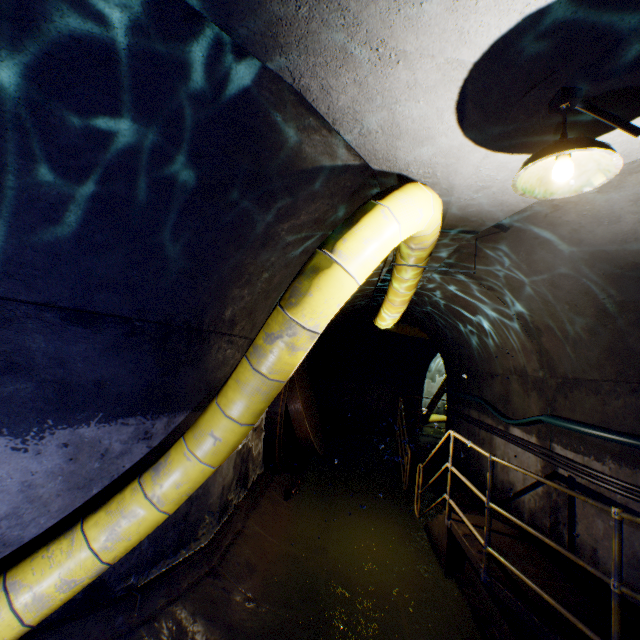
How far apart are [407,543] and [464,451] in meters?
3.1 m

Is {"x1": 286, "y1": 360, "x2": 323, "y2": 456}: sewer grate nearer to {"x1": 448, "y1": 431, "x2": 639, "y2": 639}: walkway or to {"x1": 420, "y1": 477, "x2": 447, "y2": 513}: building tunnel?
{"x1": 420, "y1": 477, "x2": 447, "y2": 513}: building tunnel

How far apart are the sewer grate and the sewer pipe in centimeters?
1cm

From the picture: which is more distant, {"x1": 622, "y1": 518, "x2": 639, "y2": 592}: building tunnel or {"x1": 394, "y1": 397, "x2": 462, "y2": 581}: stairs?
{"x1": 394, "y1": 397, "x2": 462, "y2": 581}: stairs

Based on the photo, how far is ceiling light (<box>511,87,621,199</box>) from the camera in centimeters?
160cm

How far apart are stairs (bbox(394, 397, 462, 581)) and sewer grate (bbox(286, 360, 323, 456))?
2.1m

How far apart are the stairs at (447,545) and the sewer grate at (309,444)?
2.1m

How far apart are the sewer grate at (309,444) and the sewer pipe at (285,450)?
0.0 meters
